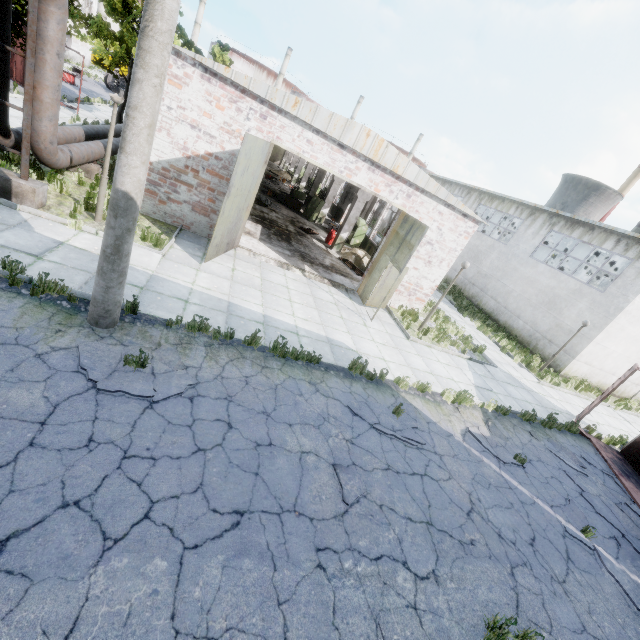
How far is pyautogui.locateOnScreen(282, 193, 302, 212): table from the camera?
24.33m

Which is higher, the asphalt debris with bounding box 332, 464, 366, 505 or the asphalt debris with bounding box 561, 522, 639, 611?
the asphalt debris with bounding box 561, 522, 639, 611

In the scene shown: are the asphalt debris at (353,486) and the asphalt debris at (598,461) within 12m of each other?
yes

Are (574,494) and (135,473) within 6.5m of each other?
no

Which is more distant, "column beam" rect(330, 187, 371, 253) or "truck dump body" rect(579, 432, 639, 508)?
"column beam" rect(330, 187, 371, 253)

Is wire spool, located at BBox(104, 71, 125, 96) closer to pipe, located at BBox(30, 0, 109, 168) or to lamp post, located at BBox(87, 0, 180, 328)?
pipe, located at BBox(30, 0, 109, 168)

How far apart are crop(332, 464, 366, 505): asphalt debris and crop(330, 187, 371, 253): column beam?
14.7m

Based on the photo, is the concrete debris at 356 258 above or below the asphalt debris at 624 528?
above
